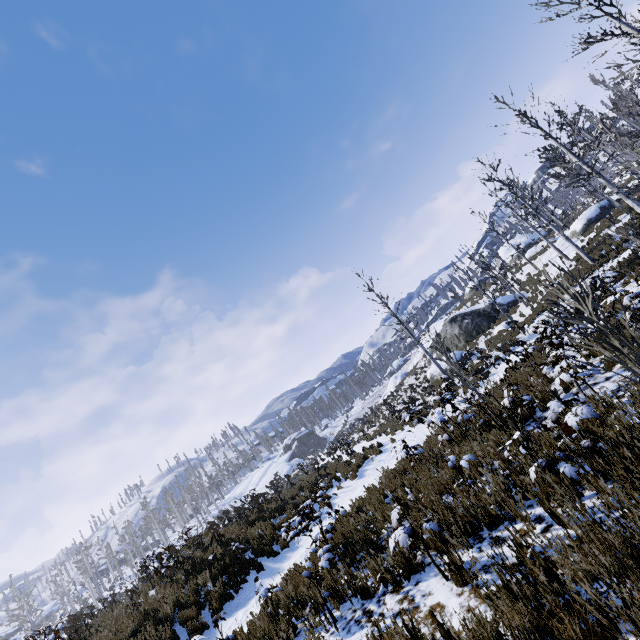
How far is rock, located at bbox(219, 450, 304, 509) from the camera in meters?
48.6

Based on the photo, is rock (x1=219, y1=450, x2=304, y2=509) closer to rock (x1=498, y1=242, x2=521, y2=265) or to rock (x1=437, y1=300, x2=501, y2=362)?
rock (x1=437, y1=300, x2=501, y2=362)

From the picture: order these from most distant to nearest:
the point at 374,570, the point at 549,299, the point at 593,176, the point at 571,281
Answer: the point at 571,281 < the point at 593,176 < the point at 374,570 < the point at 549,299

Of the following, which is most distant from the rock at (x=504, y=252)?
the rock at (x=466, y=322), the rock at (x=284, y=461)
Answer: the rock at (x=284, y=461)

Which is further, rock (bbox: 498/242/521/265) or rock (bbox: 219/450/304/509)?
rock (bbox: 219/450/304/509)

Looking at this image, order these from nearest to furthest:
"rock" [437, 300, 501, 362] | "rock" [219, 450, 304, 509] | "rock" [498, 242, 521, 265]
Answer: "rock" [437, 300, 501, 362], "rock" [498, 242, 521, 265], "rock" [219, 450, 304, 509]

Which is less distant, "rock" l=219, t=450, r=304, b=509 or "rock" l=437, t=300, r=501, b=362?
"rock" l=437, t=300, r=501, b=362

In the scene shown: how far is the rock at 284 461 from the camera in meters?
48.6 m
